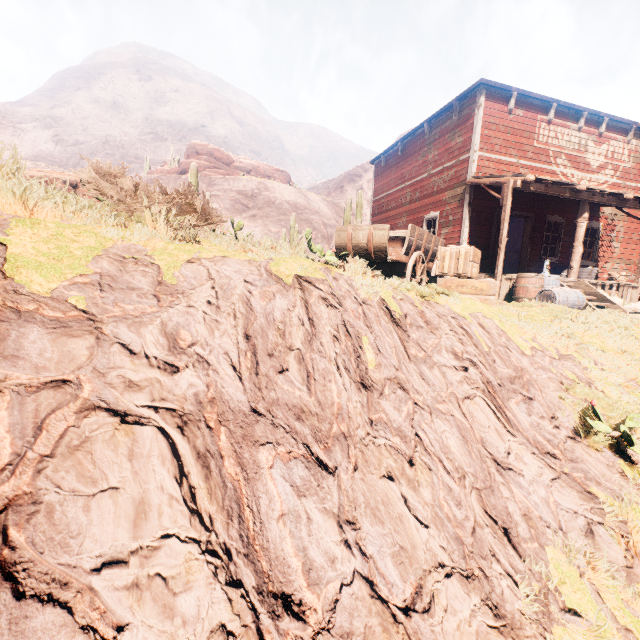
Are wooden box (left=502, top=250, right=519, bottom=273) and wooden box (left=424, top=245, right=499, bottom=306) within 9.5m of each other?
no

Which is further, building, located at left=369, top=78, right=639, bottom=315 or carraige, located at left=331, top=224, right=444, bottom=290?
building, located at left=369, top=78, right=639, bottom=315

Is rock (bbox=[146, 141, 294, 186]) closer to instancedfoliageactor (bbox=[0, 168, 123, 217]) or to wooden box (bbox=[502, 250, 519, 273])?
wooden box (bbox=[502, 250, 519, 273])

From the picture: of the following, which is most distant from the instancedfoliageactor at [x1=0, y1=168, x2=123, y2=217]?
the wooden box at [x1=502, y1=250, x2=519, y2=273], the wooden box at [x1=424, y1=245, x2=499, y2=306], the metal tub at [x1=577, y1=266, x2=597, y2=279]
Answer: the wooden box at [x1=502, y1=250, x2=519, y2=273]

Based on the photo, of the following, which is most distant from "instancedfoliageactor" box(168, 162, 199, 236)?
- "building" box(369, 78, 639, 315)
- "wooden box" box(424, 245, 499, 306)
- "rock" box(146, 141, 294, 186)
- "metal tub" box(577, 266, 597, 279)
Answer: "rock" box(146, 141, 294, 186)

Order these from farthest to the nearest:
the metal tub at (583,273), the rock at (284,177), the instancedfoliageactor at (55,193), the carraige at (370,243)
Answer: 1. the rock at (284,177)
2. the metal tub at (583,273)
3. the carraige at (370,243)
4. the instancedfoliageactor at (55,193)

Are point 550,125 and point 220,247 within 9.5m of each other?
no

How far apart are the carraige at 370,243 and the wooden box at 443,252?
0.0 meters
